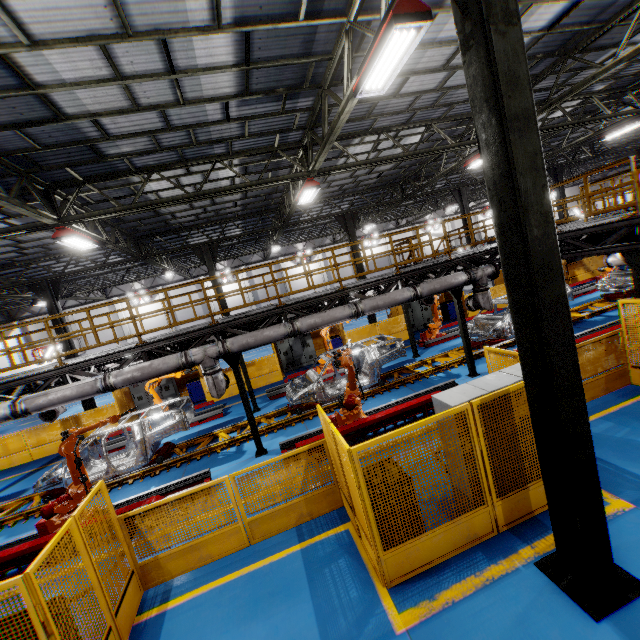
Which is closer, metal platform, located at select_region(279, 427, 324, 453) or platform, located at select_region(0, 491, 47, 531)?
metal platform, located at select_region(279, 427, 324, 453)

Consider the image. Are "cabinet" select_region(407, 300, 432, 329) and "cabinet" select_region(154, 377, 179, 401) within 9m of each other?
no

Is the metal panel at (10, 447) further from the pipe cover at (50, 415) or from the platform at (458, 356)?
the platform at (458, 356)

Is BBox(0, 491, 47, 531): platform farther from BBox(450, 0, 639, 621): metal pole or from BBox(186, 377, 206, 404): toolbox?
BBox(450, 0, 639, 621): metal pole

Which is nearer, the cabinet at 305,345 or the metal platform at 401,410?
the metal platform at 401,410

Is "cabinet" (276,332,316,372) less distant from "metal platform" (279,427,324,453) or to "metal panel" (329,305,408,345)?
"metal panel" (329,305,408,345)

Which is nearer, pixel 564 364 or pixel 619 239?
pixel 564 364

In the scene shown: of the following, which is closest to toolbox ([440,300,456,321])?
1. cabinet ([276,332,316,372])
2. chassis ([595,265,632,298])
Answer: chassis ([595,265,632,298])
